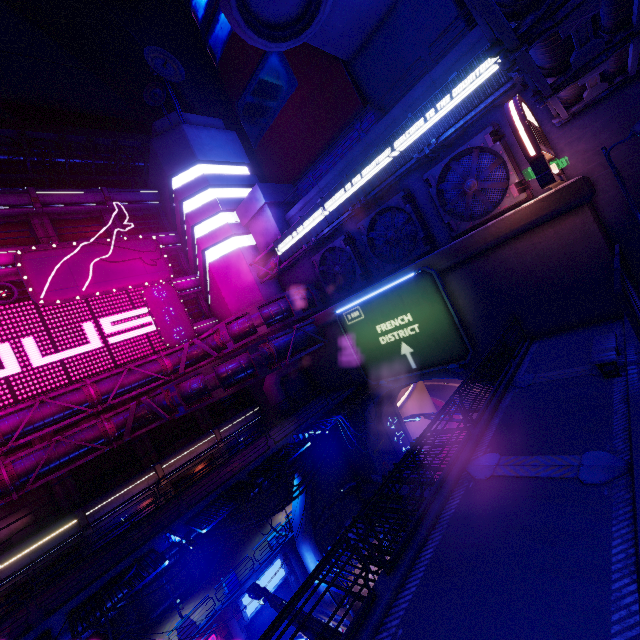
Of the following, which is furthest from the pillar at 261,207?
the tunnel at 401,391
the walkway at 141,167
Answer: the walkway at 141,167

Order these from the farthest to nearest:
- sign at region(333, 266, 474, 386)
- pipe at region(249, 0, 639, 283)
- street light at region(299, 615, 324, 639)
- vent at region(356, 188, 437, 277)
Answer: vent at region(356, 188, 437, 277) → sign at region(333, 266, 474, 386) → pipe at region(249, 0, 639, 283) → street light at region(299, 615, 324, 639)

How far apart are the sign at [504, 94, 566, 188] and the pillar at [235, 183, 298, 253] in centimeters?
1775cm

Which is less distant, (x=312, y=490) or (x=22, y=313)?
(x=22, y=313)

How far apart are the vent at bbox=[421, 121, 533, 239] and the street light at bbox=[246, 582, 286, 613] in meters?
17.8 m

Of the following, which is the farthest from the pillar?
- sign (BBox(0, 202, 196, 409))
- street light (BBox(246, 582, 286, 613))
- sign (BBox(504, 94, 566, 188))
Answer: street light (BBox(246, 582, 286, 613))

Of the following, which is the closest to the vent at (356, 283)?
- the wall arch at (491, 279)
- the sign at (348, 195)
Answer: the sign at (348, 195)

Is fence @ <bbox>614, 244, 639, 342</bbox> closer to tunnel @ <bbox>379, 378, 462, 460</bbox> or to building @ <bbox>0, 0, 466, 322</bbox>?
tunnel @ <bbox>379, 378, 462, 460</bbox>
